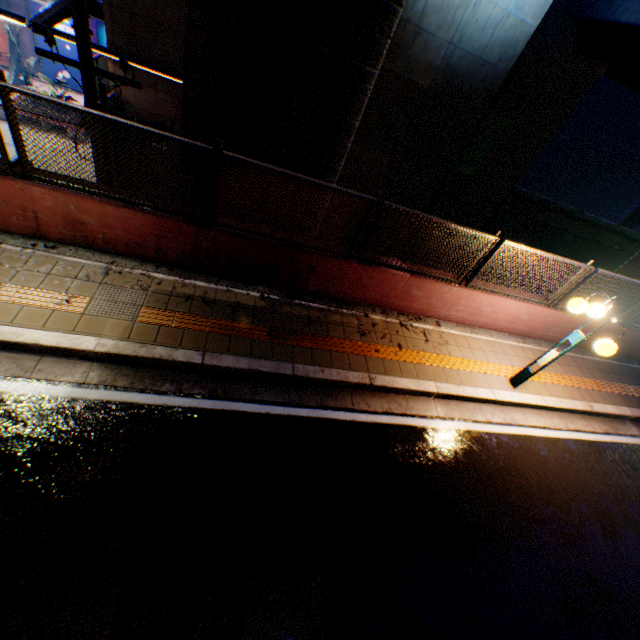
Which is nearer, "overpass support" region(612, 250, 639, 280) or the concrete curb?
the concrete curb

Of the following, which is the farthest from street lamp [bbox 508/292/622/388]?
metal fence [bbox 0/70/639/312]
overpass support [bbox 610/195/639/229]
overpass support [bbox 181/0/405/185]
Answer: overpass support [bbox 610/195/639/229]

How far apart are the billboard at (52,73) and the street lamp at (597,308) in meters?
29.5

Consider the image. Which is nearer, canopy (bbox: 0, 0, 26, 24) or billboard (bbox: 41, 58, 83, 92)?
canopy (bbox: 0, 0, 26, 24)

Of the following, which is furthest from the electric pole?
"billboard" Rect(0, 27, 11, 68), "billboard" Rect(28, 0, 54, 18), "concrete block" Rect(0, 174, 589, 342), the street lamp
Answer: "billboard" Rect(0, 27, 11, 68)

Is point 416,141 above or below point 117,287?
above

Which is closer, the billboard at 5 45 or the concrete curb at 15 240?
the concrete curb at 15 240

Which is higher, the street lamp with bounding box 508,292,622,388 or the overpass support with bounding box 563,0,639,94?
the overpass support with bounding box 563,0,639,94
